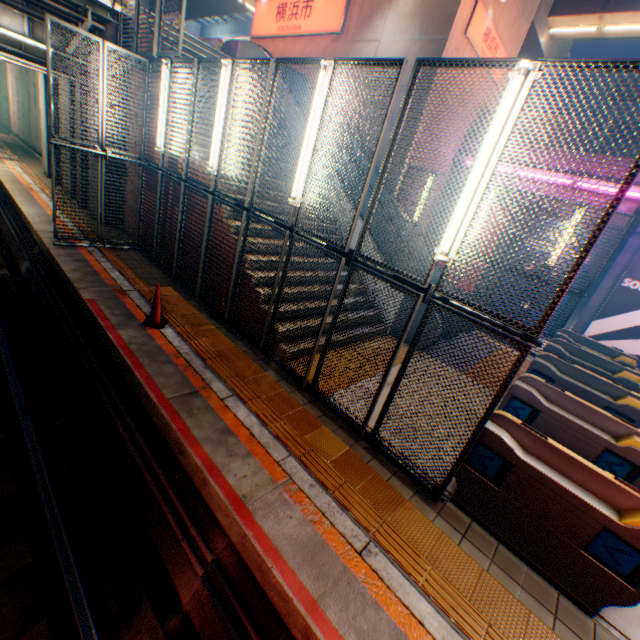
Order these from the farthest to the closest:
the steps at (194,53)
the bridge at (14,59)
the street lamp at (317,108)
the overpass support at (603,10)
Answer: the overpass support at (603,10) < the bridge at (14,59) < the steps at (194,53) < the street lamp at (317,108)

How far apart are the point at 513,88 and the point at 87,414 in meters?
7.6

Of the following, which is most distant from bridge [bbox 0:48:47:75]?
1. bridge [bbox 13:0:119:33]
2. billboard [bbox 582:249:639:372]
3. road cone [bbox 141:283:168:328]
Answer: billboard [bbox 582:249:639:372]

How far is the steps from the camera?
9.27m

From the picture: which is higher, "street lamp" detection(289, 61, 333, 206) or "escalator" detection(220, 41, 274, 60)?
"escalator" detection(220, 41, 274, 60)

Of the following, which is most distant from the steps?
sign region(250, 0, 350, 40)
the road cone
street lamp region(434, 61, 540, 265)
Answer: sign region(250, 0, 350, 40)

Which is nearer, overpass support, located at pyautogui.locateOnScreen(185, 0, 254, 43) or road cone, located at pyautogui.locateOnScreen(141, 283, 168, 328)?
road cone, located at pyautogui.locateOnScreen(141, 283, 168, 328)

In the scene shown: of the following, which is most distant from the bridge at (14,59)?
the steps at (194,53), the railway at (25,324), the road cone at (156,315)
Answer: the road cone at (156,315)
